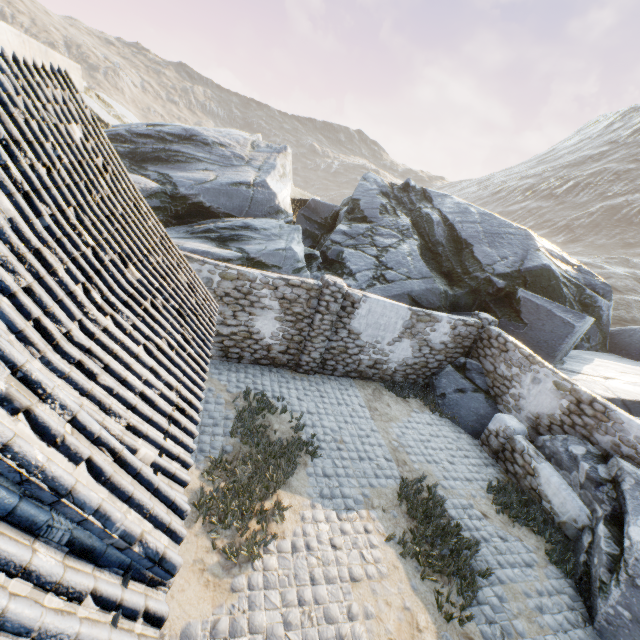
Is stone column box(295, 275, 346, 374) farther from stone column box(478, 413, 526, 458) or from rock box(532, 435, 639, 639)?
stone column box(478, 413, 526, 458)

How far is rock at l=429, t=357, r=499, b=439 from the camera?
10.4m

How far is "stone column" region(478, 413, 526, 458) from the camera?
9.2 meters

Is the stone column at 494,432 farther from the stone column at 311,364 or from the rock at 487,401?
the stone column at 311,364

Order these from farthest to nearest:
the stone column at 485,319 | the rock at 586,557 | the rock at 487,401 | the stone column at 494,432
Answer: the stone column at 485,319 < the rock at 487,401 < the stone column at 494,432 < the rock at 586,557

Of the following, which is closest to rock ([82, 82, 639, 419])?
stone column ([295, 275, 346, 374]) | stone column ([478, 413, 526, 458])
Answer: stone column ([478, 413, 526, 458])

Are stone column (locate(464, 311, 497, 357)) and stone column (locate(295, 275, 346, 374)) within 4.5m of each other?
no

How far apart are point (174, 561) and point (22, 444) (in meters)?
1.26
